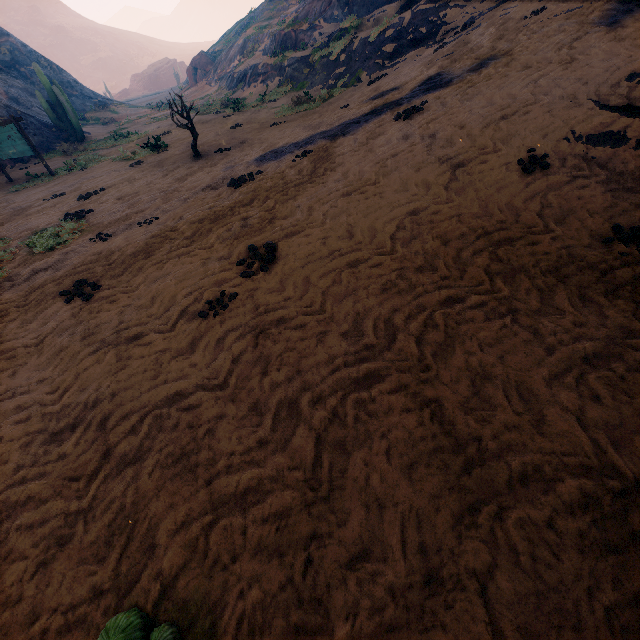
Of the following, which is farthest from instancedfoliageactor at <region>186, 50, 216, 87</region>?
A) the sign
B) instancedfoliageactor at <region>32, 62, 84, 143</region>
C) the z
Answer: the sign

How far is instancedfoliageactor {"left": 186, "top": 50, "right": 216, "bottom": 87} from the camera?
36.97m

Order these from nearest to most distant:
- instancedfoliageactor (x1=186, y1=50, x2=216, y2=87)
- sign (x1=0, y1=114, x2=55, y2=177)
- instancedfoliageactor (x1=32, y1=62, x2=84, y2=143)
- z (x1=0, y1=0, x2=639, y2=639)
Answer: z (x1=0, y1=0, x2=639, y2=639) → sign (x1=0, y1=114, x2=55, y2=177) → instancedfoliageactor (x1=32, y1=62, x2=84, y2=143) → instancedfoliageactor (x1=186, y1=50, x2=216, y2=87)

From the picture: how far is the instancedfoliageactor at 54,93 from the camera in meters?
18.7

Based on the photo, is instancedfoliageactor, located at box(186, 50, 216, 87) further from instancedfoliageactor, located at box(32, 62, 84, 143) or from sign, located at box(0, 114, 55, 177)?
sign, located at box(0, 114, 55, 177)

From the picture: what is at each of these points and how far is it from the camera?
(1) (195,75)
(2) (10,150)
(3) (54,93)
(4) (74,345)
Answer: (1) instancedfoliageactor, 37.3 meters
(2) sign, 13.4 meters
(3) instancedfoliageactor, 19.1 meters
(4) z, 4.2 meters

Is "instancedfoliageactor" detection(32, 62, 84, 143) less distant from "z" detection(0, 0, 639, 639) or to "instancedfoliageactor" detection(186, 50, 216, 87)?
"z" detection(0, 0, 639, 639)

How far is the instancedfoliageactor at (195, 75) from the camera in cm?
3697
